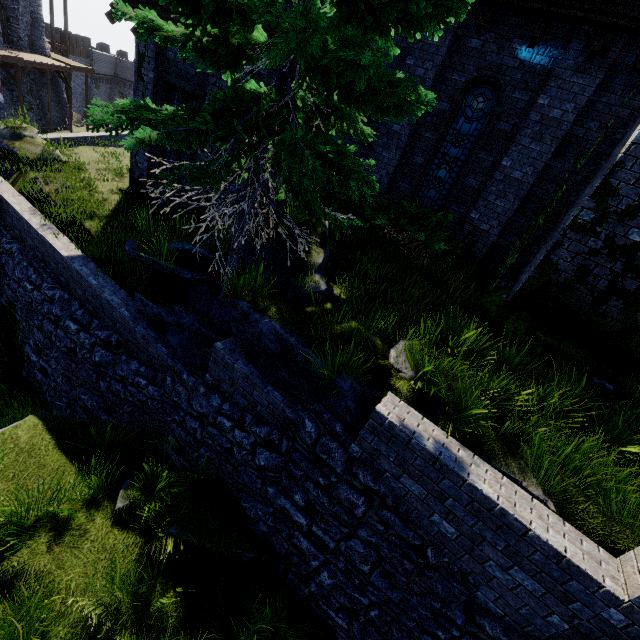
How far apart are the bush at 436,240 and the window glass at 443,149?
1.6 meters

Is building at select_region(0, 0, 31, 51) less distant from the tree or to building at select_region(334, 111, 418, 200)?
building at select_region(334, 111, 418, 200)

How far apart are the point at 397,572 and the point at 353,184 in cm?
547

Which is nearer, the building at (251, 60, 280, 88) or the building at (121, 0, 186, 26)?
the building at (251, 60, 280, 88)

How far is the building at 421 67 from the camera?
8.8 meters

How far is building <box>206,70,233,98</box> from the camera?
9.53m

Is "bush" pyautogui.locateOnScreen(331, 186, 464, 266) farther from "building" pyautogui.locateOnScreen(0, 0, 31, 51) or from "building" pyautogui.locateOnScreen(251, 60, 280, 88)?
"building" pyautogui.locateOnScreen(0, 0, 31, 51)

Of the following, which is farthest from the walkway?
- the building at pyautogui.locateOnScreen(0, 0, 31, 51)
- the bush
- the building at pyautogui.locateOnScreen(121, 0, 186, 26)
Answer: the bush
